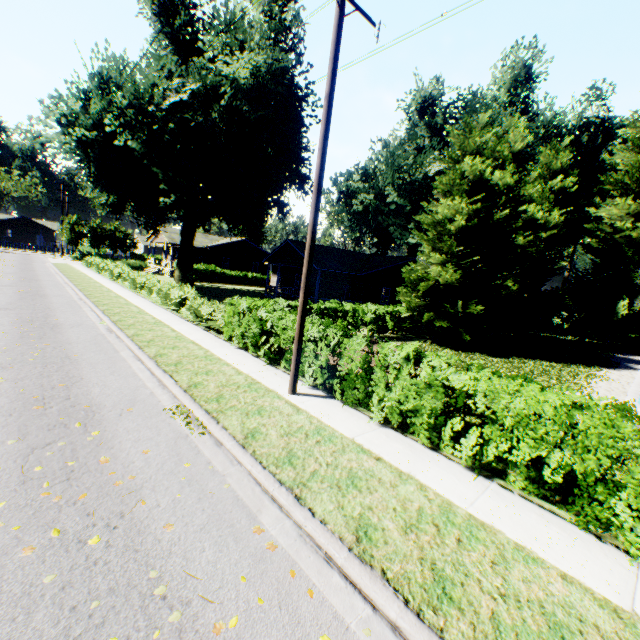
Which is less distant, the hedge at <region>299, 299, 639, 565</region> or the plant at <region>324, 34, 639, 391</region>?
the hedge at <region>299, 299, 639, 565</region>

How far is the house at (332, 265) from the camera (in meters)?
26.98

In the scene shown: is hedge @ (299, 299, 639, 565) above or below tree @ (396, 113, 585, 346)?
below

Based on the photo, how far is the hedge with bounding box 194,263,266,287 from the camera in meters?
41.2 m

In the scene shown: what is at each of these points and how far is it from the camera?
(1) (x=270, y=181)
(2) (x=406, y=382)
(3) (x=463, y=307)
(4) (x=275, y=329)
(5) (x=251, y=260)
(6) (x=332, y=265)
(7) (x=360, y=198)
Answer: (1) plant, 26.8m
(2) hedge, 6.5m
(3) tree, 17.0m
(4) hedge, 10.0m
(5) house, 49.6m
(6) house, 26.4m
(7) plant, 37.4m

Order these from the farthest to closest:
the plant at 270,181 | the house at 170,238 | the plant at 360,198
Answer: the house at 170,238 → the plant at 360,198 → the plant at 270,181

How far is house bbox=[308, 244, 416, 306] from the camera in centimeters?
2698cm

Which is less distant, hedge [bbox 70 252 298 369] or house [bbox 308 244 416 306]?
hedge [bbox 70 252 298 369]
